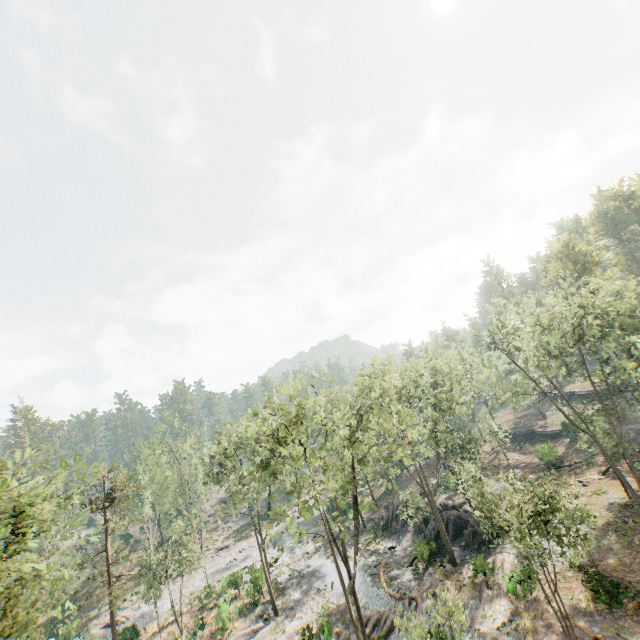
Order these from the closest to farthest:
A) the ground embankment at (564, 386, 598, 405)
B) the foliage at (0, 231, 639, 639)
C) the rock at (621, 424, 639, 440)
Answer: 1. the foliage at (0, 231, 639, 639)
2. the rock at (621, 424, 639, 440)
3. the ground embankment at (564, 386, 598, 405)

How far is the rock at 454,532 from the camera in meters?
29.3

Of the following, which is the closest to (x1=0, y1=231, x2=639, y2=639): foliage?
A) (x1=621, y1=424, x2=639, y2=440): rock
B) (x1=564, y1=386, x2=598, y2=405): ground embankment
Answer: (x1=621, y1=424, x2=639, y2=440): rock

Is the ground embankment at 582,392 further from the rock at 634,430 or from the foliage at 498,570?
the foliage at 498,570

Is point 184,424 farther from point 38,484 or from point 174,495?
point 38,484

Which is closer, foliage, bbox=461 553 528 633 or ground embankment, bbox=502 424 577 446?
foliage, bbox=461 553 528 633

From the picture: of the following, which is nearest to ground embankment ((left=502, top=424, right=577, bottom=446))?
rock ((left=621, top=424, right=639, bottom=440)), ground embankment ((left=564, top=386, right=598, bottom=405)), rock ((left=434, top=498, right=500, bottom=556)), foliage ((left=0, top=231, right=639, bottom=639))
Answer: foliage ((left=0, top=231, right=639, bottom=639))

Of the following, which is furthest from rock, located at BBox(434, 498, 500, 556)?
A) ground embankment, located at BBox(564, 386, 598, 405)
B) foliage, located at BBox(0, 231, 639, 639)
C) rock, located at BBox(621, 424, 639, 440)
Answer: ground embankment, located at BBox(564, 386, 598, 405)
